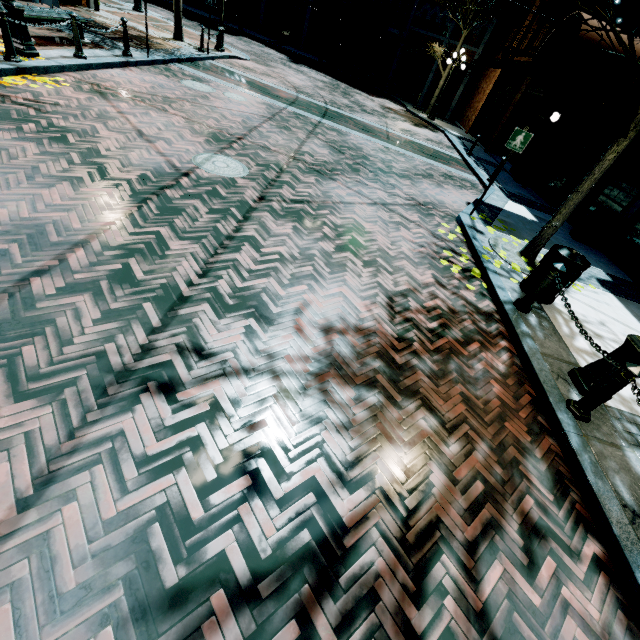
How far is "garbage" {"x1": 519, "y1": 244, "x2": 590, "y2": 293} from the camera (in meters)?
5.02

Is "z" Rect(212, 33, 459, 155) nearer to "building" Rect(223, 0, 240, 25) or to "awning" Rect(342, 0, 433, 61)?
"building" Rect(223, 0, 240, 25)

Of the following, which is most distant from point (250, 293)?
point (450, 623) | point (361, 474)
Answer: point (450, 623)

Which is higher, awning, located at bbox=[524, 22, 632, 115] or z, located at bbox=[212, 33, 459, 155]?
awning, located at bbox=[524, 22, 632, 115]

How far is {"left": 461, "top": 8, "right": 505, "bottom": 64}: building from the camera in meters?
21.0

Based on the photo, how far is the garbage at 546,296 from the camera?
5.3 meters

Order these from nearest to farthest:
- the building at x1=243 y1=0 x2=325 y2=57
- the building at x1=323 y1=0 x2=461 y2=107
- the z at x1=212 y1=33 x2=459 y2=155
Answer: the z at x1=212 y1=33 x2=459 y2=155 < the building at x1=323 y1=0 x2=461 y2=107 < the building at x1=243 y1=0 x2=325 y2=57

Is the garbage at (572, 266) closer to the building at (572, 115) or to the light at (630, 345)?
the light at (630, 345)
